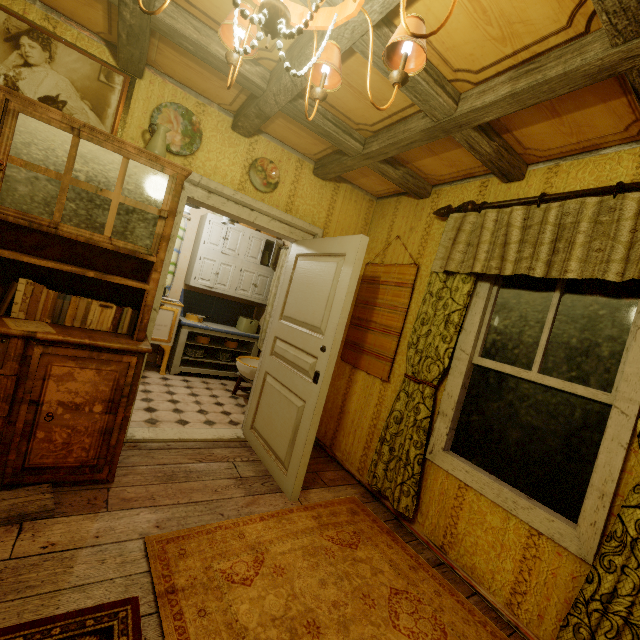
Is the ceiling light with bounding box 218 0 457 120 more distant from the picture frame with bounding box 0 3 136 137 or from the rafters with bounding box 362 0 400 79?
the picture frame with bounding box 0 3 136 137

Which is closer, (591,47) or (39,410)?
(591,47)

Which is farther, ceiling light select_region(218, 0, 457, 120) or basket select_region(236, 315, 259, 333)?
basket select_region(236, 315, 259, 333)

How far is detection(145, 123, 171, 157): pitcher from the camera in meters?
2.2 m

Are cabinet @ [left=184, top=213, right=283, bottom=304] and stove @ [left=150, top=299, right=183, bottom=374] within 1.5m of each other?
yes

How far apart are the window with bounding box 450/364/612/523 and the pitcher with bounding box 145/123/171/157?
2.7m

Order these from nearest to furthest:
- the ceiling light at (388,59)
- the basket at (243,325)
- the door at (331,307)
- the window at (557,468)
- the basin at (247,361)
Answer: the ceiling light at (388,59)
the window at (557,468)
the door at (331,307)
the basin at (247,361)
the basket at (243,325)

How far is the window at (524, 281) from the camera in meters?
2.2 m
